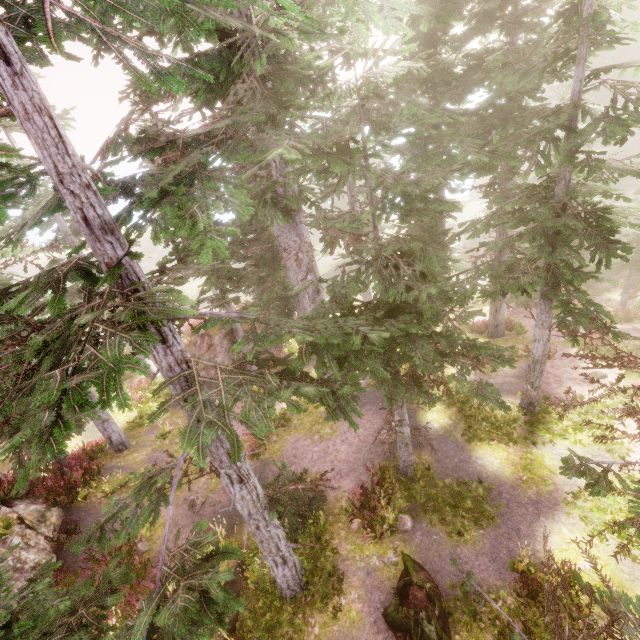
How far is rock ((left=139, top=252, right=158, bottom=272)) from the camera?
59.47m

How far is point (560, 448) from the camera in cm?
1108

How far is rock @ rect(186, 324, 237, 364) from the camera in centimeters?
1905cm

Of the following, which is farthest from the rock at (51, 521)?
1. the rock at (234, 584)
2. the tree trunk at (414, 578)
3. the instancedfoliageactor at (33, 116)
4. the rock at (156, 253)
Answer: the rock at (156, 253)

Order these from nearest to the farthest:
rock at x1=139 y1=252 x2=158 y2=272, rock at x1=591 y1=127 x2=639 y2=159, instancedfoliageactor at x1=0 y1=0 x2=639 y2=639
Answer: instancedfoliageactor at x1=0 y1=0 x2=639 y2=639
rock at x1=591 y1=127 x2=639 y2=159
rock at x1=139 y1=252 x2=158 y2=272

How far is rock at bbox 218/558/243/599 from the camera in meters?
9.9

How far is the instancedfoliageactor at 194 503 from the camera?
12.56m

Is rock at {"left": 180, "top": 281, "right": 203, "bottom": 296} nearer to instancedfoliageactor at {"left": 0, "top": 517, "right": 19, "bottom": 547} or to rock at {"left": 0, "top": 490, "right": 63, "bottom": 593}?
instancedfoliageactor at {"left": 0, "top": 517, "right": 19, "bottom": 547}
